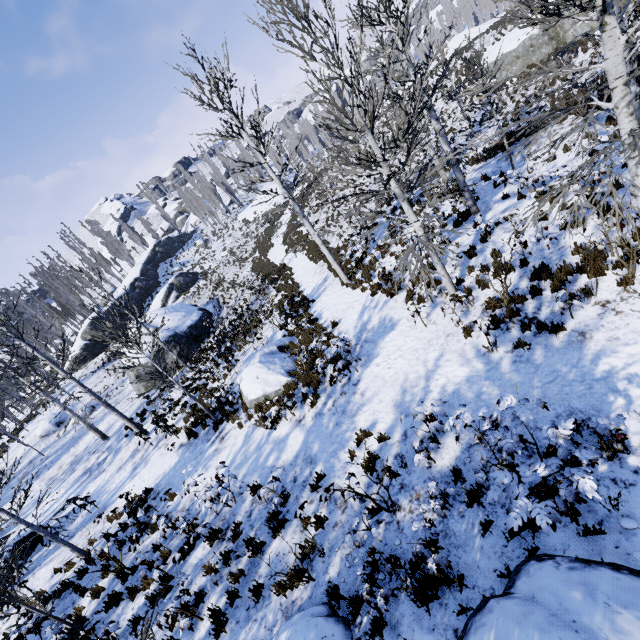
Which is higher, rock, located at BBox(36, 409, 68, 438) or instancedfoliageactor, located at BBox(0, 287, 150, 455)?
instancedfoliageactor, located at BBox(0, 287, 150, 455)

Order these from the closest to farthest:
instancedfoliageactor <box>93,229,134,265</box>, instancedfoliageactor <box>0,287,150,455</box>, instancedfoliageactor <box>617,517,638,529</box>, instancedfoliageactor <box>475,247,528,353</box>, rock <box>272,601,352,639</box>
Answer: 1. instancedfoliageactor <box>617,517,638,529</box>
2. rock <box>272,601,352,639</box>
3. instancedfoliageactor <box>475,247,528,353</box>
4. instancedfoliageactor <box>0,287,150,455</box>
5. instancedfoliageactor <box>93,229,134,265</box>

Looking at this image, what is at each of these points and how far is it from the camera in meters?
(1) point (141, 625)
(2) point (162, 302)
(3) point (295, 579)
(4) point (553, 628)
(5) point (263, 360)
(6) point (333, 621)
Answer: (1) instancedfoliageactor, 7.0 m
(2) rock, 39.7 m
(3) instancedfoliageactor, 5.8 m
(4) rock, 2.9 m
(5) rock, 12.9 m
(6) rock, 4.9 m

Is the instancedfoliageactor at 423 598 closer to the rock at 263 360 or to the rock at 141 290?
the rock at 141 290

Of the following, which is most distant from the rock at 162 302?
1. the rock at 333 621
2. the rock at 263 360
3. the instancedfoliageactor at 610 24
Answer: the rock at 333 621

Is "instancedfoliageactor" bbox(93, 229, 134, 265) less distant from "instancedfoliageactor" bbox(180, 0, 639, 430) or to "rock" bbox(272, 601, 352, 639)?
"rock" bbox(272, 601, 352, 639)

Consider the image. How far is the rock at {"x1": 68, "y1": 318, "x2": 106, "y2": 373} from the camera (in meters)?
34.06

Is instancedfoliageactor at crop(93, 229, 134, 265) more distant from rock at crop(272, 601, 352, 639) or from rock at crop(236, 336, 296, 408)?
rock at crop(272, 601, 352, 639)
